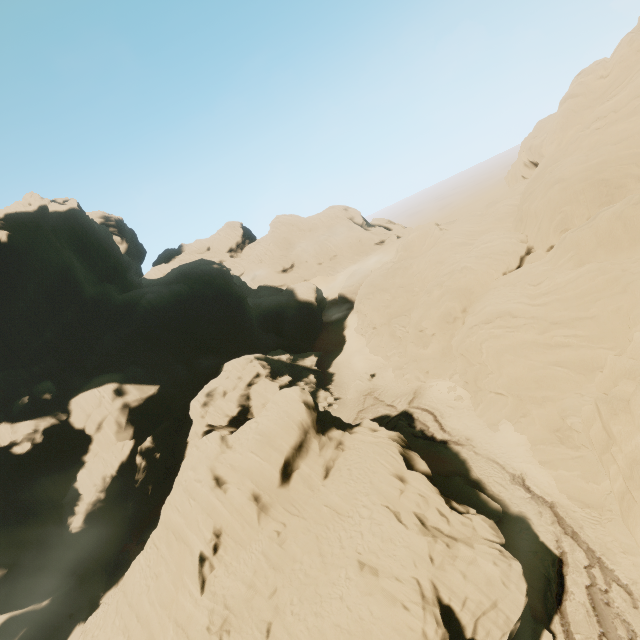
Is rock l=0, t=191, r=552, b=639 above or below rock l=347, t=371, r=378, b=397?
above

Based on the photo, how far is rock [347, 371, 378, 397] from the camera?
45.0 meters

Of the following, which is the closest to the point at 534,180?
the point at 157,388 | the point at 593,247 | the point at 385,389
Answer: the point at 593,247

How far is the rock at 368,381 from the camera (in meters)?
44.97

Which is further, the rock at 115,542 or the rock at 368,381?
the rock at 368,381

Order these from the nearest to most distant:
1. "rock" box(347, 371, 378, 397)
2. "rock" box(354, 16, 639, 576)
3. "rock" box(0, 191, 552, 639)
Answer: "rock" box(0, 191, 552, 639), "rock" box(354, 16, 639, 576), "rock" box(347, 371, 378, 397)

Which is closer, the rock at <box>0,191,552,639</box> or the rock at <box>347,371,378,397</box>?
the rock at <box>0,191,552,639</box>
